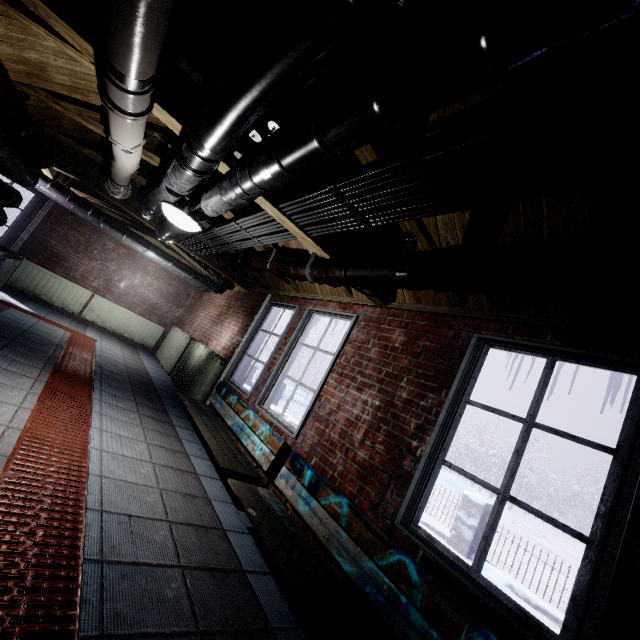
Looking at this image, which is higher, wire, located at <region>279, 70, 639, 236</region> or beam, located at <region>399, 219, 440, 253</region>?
beam, located at <region>399, 219, 440, 253</region>

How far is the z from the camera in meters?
2.4 m

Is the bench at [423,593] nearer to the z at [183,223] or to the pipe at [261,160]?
the pipe at [261,160]

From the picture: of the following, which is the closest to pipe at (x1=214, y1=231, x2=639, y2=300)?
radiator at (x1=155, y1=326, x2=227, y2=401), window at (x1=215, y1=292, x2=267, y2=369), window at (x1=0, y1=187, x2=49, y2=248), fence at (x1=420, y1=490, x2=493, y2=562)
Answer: window at (x1=215, y1=292, x2=267, y2=369)

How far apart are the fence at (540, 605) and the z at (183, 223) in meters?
5.9 m

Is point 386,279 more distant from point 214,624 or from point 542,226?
point 214,624

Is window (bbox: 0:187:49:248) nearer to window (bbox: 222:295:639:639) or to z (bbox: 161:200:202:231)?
window (bbox: 222:295:639:639)

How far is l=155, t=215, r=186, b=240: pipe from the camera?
3.3m
